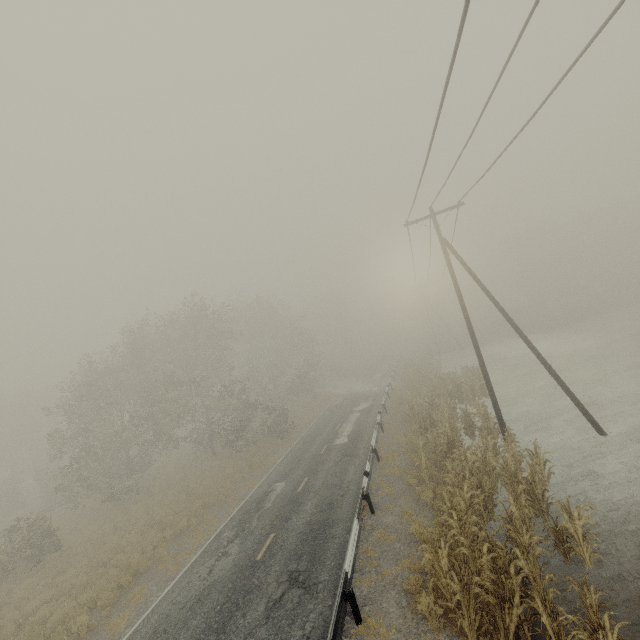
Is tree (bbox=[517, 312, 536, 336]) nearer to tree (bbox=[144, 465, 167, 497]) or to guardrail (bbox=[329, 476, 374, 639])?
guardrail (bbox=[329, 476, 374, 639])

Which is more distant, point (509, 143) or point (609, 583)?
point (509, 143)

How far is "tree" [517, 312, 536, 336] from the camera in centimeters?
4578cm

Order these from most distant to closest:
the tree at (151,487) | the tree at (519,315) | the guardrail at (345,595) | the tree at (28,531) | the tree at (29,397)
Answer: the tree at (519,315) → the tree at (151,487) → the tree at (29,397) → the tree at (28,531) → the guardrail at (345,595)

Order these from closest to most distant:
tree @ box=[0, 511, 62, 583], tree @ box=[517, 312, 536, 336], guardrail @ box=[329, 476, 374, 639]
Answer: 1. guardrail @ box=[329, 476, 374, 639]
2. tree @ box=[0, 511, 62, 583]
3. tree @ box=[517, 312, 536, 336]

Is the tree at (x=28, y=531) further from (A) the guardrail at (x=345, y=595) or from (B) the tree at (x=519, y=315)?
(B) the tree at (x=519, y=315)

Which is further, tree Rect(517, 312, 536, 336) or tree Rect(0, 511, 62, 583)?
tree Rect(517, 312, 536, 336)
